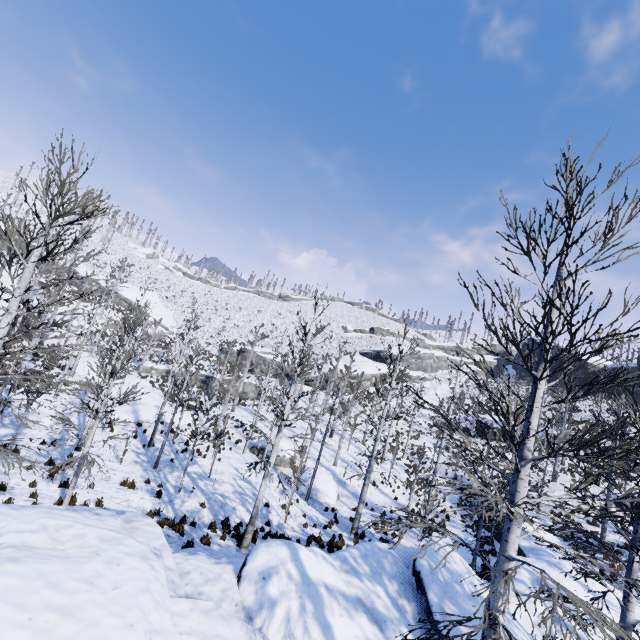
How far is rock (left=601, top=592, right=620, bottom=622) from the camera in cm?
1185

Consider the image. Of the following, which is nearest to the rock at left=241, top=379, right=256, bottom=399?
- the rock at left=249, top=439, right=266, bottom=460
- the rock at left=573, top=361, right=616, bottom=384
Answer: the rock at left=249, top=439, right=266, bottom=460

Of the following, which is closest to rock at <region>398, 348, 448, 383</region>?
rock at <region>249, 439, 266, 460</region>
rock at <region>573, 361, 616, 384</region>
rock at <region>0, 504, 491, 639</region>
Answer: rock at <region>573, 361, 616, 384</region>

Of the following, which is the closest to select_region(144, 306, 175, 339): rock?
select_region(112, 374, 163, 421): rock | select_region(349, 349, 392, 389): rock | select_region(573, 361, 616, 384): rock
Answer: select_region(349, 349, 392, 389): rock

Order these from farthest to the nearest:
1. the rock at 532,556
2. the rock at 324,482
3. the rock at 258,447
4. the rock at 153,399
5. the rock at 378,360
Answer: the rock at 378,360 → the rock at 258,447 → the rock at 153,399 → the rock at 324,482 → the rock at 532,556

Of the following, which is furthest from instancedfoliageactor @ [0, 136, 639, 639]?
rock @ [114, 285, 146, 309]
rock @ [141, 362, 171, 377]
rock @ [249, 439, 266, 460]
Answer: rock @ [114, 285, 146, 309]

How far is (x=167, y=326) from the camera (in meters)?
55.78

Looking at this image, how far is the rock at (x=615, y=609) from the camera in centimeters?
1185cm
